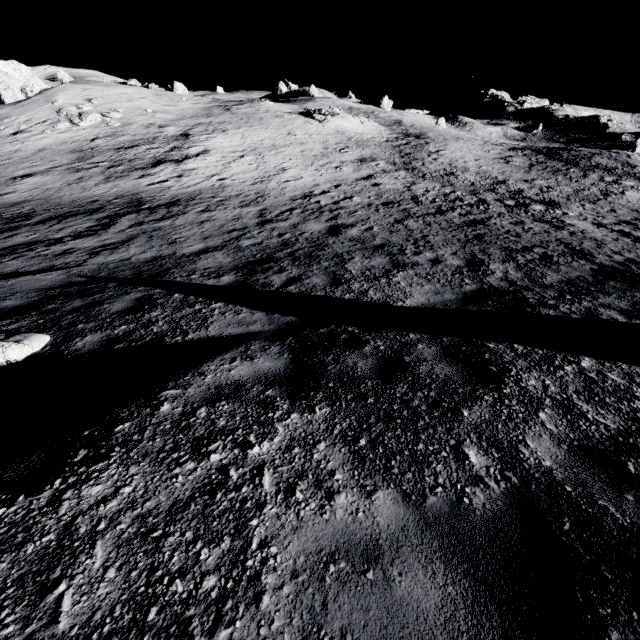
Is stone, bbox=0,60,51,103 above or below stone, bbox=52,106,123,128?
above

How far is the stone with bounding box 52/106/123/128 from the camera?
25.68m

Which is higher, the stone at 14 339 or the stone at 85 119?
the stone at 85 119

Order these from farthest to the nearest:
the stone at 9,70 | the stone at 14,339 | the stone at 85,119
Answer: the stone at 9,70, the stone at 85,119, the stone at 14,339

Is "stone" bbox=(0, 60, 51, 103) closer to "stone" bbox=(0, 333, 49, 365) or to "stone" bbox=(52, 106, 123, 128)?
"stone" bbox=(52, 106, 123, 128)

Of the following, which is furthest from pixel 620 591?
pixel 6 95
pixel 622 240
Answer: pixel 6 95

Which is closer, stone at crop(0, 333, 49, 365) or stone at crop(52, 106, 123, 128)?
stone at crop(0, 333, 49, 365)

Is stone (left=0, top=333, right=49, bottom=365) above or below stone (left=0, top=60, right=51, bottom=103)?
below
